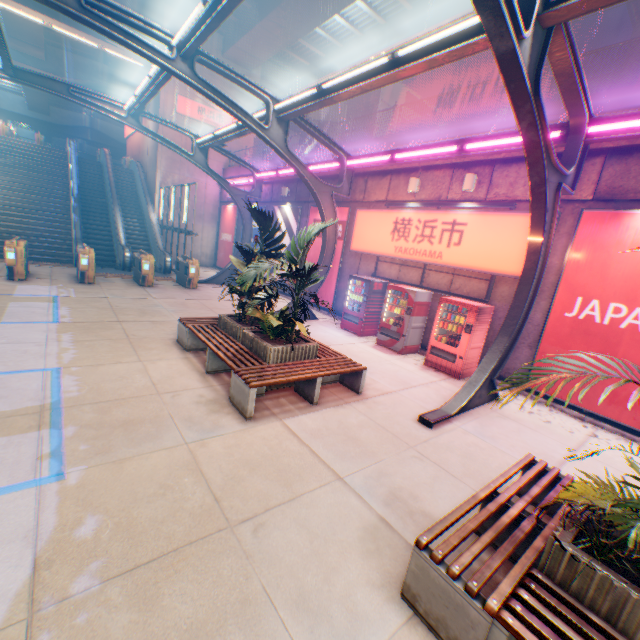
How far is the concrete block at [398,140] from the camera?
8.66m

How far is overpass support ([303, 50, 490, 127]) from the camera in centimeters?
2058cm

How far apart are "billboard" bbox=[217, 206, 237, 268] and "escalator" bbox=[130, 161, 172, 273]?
4.09m

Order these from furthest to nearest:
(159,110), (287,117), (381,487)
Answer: (159,110) → (287,117) → (381,487)

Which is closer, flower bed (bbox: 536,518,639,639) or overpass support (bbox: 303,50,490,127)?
flower bed (bbox: 536,518,639,639)

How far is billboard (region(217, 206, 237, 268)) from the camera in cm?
2148

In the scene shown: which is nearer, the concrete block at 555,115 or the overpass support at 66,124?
the concrete block at 555,115

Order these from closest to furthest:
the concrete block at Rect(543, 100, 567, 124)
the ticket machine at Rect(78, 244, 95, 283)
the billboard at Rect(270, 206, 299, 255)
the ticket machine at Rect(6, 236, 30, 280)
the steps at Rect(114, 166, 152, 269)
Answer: the concrete block at Rect(543, 100, 567, 124)
the ticket machine at Rect(6, 236, 30, 280)
the ticket machine at Rect(78, 244, 95, 283)
the billboard at Rect(270, 206, 299, 255)
the steps at Rect(114, 166, 152, 269)
